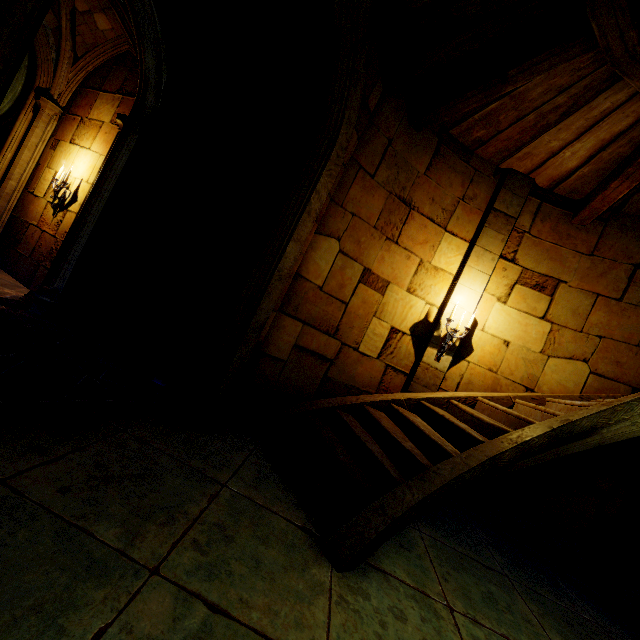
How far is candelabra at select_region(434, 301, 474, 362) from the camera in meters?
5.3

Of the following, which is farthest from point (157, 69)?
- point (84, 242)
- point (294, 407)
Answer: point (294, 407)

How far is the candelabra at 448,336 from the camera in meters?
5.3
